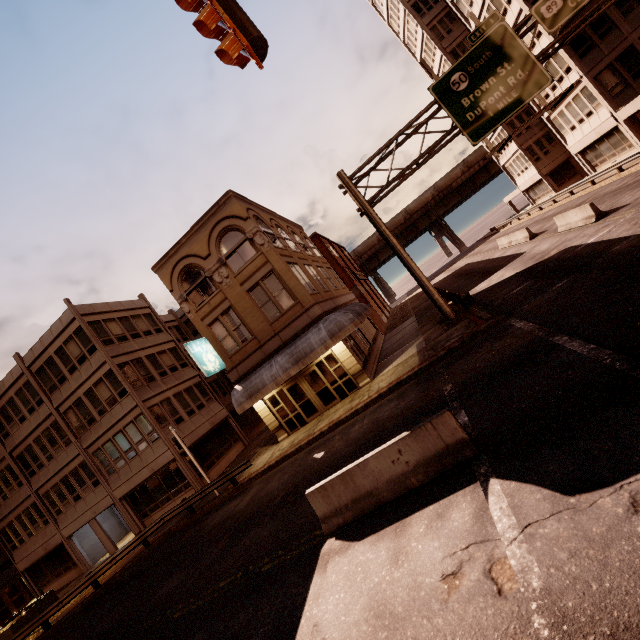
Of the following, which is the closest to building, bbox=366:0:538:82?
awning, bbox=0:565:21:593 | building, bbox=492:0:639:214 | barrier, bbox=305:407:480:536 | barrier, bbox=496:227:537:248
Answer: building, bbox=492:0:639:214

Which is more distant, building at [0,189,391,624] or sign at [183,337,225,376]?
building at [0,189,391,624]

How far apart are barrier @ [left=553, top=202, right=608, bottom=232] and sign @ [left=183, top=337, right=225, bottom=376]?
21.6m

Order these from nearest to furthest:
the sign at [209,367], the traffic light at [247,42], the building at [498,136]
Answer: the traffic light at [247,42]
the sign at [209,367]
the building at [498,136]

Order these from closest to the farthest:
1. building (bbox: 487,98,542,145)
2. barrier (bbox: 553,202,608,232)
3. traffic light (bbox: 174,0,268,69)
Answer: traffic light (bbox: 174,0,268,69), barrier (bbox: 553,202,608,232), building (bbox: 487,98,542,145)

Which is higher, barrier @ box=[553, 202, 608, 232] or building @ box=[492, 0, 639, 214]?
building @ box=[492, 0, 639, 214]

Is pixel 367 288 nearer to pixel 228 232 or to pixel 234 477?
pixel 228 232

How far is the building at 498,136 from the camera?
31.5m
